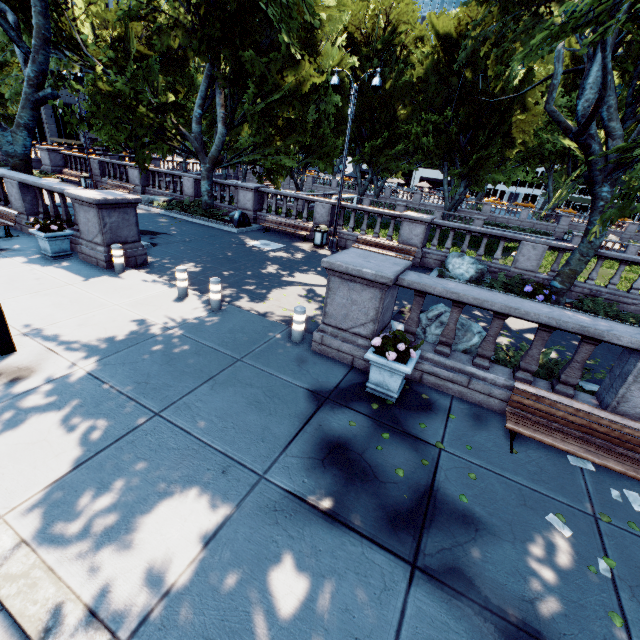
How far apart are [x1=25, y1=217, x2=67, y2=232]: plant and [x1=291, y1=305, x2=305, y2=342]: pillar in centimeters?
822cm

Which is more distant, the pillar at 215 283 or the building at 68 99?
the building at 68 99

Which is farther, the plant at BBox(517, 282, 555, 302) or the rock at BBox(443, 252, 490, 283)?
the rock at BBox(443, 252, 490, 283)

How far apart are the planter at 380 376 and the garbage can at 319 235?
10.9 meters

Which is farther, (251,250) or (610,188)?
(251,250)

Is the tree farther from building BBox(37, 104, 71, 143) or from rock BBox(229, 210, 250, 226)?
building BBox(37, 104, 71, 143)

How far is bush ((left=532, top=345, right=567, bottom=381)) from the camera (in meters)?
6.71

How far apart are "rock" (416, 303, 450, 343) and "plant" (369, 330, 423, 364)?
1.7 meters
